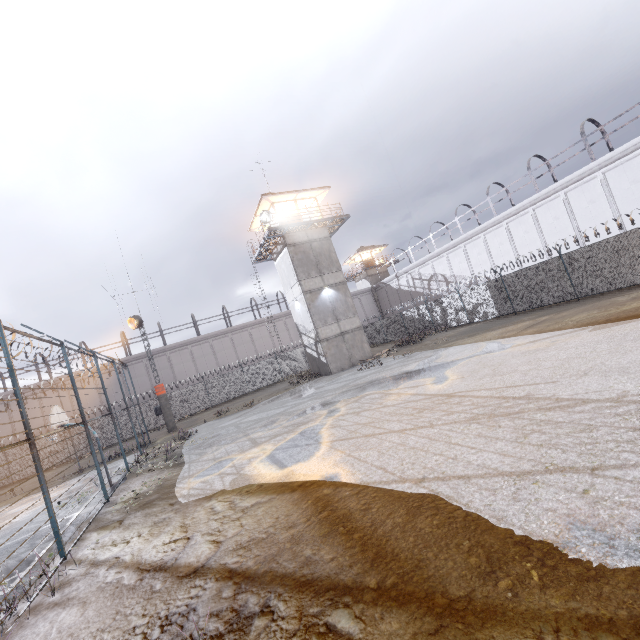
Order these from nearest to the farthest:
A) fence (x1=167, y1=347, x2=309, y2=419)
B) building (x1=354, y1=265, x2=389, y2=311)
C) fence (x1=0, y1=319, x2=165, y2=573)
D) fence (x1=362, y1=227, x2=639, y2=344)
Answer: fence (x1=0, y1=319, x2=165, y2=573) → fence (x1=362, y1=227, x2=639, y2=344) → fence (x1=167, y1=347, x2=309, y2=419) → building (x1=354, y1=265, x2=389, y2=311)

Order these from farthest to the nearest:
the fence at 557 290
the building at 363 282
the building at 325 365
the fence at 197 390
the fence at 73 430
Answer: the building at 363 282 < the fence at 197 390 < the building at 325 365 < the fence at 557 290 < the fence at 73 430

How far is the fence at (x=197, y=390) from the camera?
31.64m

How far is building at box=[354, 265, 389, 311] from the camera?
49.8 meters

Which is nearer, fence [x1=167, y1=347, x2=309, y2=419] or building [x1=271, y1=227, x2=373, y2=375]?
building [x1=271, y1=227, x2=373, y2=375]

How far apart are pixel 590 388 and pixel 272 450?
8.2m

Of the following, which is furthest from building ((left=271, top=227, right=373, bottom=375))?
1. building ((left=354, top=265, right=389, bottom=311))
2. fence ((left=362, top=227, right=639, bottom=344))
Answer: building ((left=354, top=265, right=389, bottom=311))
